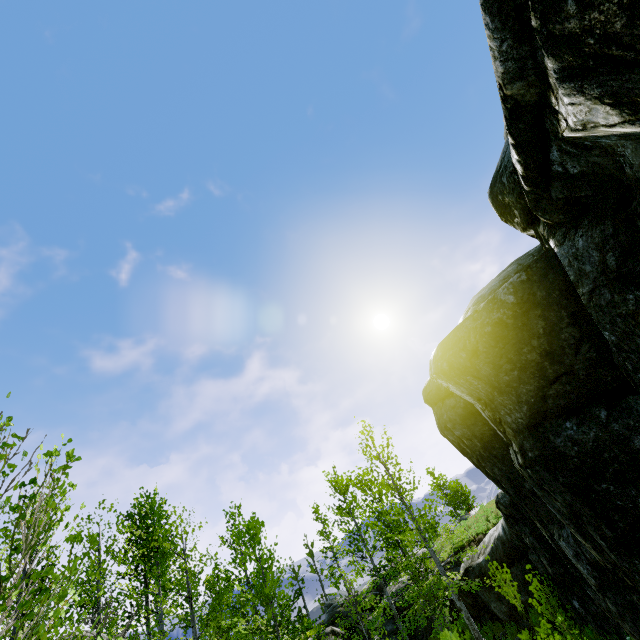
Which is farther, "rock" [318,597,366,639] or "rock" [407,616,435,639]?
"rock" [318,597,366,639]

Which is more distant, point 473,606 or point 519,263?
point 473,606

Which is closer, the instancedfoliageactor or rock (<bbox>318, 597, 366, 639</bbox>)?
the instancedfoliageactor

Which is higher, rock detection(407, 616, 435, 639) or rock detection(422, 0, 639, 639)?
rock detection(422, 0, 639, 639)

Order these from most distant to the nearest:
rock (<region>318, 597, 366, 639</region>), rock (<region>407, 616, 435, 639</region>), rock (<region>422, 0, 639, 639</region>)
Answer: rock (<region>318, 597, 366, 639</region>) < rock (<region>407, 616, 435, 639</region>) < rock (<region>422, 0, 639, 639</region>)

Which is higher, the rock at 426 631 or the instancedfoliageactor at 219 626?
the instancedfoliageactor at 219 626

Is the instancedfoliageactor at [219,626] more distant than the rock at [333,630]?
No
